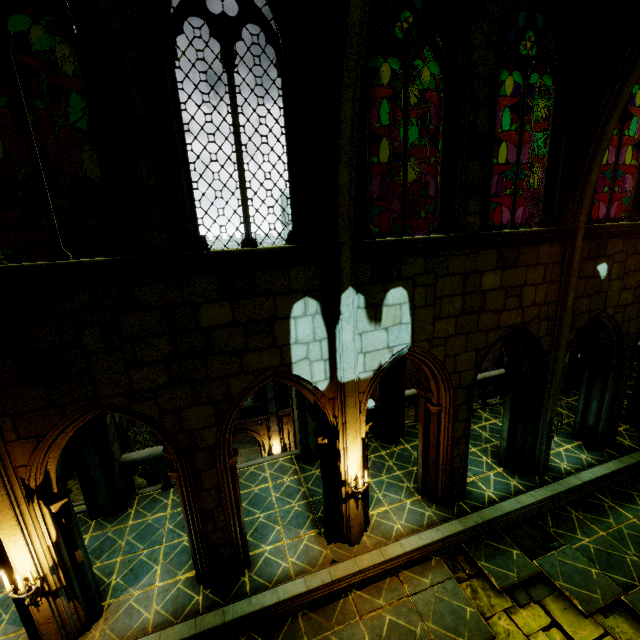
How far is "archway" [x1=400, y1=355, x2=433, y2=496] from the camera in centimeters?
799cm

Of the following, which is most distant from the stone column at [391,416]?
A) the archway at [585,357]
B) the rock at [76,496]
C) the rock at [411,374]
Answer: the rock at [411,374]

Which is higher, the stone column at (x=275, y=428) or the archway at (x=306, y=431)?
the archway at (x=306, y=431)

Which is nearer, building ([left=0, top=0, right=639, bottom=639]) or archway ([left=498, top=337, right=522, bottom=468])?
building ([left=0, top=0, right=639, bottom=639])

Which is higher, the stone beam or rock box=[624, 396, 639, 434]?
rock box=[624, 396, 639, 434]

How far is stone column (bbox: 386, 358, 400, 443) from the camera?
10.49m

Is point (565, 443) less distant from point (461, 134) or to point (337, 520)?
point (337, 520)
